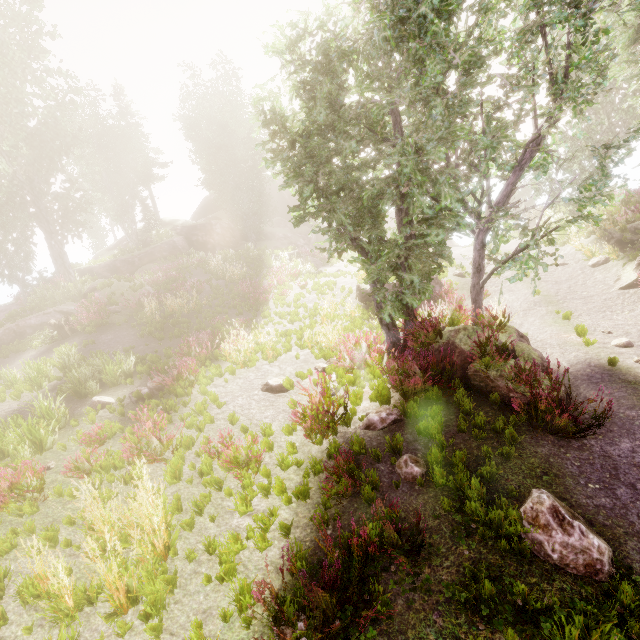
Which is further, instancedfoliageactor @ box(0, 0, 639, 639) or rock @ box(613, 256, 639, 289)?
rock @ box(613, 256, 639, 289)

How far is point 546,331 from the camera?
10.36m

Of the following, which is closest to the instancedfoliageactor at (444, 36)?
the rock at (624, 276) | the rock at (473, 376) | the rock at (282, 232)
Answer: the rock at (282, 232)

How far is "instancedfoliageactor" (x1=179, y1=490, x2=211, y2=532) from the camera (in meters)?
5.24

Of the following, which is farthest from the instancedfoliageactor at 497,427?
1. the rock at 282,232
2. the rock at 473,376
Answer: the rock at 473,376

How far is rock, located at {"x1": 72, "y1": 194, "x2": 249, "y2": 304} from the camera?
19.2m

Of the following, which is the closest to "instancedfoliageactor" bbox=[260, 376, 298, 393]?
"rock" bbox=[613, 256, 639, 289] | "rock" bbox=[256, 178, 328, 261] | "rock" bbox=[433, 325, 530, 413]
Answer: Answer: "rock" bbox=[256, 178, 328, 261]

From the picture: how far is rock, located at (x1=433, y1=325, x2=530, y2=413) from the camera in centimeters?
676cm
